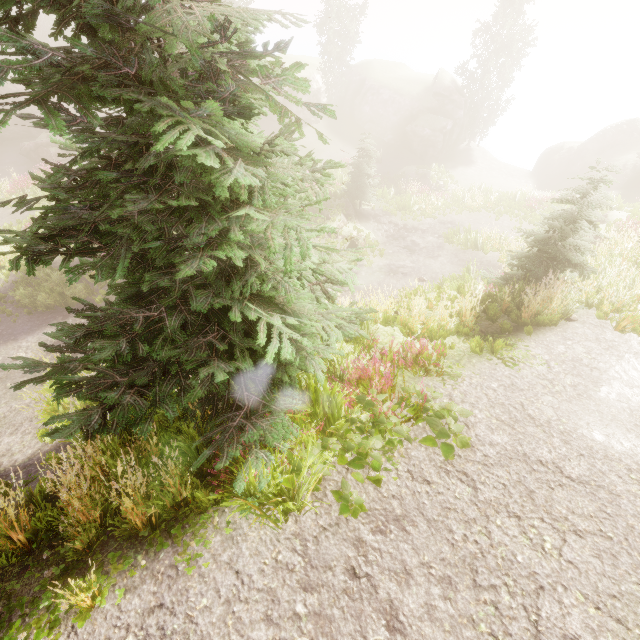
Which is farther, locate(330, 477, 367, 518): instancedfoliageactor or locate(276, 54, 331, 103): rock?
locate(276, 54, 331, 103): rock

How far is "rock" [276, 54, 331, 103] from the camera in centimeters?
3620cm

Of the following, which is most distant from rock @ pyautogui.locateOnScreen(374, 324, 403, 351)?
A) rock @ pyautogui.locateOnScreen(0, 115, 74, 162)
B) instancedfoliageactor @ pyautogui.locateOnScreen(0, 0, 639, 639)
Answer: rock @ pyautogui.locateOnScreen(0, 115, 74, 162)

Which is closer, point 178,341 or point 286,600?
point 286,600

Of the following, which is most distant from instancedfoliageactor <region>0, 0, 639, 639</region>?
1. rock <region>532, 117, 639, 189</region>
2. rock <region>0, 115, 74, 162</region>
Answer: rock <region>0, 115, 74, 162</region>

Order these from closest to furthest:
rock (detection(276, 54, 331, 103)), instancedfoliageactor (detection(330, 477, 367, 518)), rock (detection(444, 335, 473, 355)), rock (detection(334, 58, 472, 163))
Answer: instancedfoliageactor (detection(330, 477, 367, 518)) → rock (detection(444, 335, 473, 355)) → rock (detection(334, 58, 472, 163)) → rock (detection(276, 54, 331, 103))

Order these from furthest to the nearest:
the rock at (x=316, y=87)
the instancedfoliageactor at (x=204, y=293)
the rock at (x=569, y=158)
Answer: the rock at (x=316, y=87) → the rock at (x=569, y=158) → the instancedfoliageactor at (x=204, y=293)

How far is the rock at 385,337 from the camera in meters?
7.0
